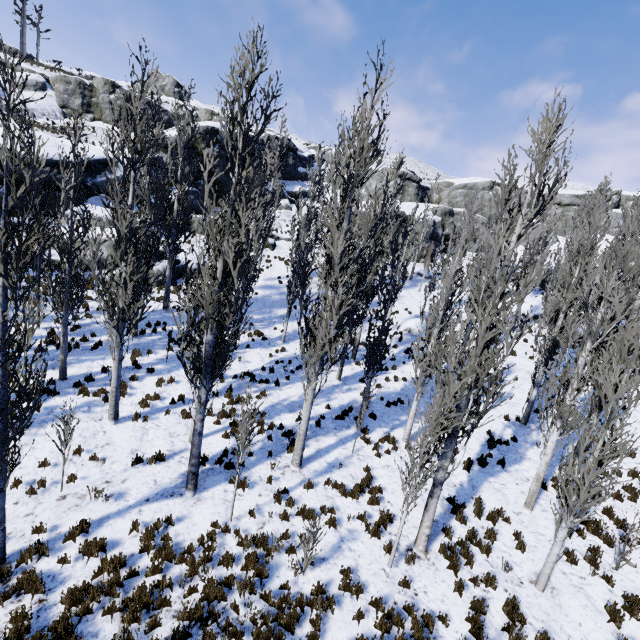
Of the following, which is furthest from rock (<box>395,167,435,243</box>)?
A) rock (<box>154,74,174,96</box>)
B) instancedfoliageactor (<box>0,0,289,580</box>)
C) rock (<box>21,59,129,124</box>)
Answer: rock (<box>154,74,174,96</box>)

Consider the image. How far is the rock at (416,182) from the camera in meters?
38.0

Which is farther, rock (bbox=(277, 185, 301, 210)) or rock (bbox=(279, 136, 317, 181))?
rock (bbox=(279, 136, 317, 181))

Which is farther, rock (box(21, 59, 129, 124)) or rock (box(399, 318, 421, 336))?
rock (box(21, 59, 129, 124))

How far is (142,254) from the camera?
9.6 meters

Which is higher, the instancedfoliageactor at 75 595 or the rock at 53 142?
the rock at 53 142

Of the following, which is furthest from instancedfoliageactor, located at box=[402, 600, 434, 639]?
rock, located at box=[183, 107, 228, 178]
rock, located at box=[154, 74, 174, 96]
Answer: rock, located at box=[154, 74, 174, 96]

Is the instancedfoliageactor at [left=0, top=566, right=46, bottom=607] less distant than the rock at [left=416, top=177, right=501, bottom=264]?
Yes
